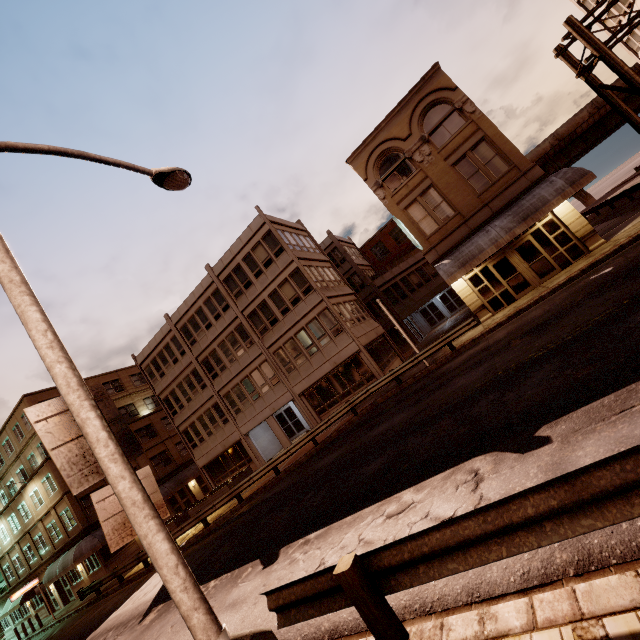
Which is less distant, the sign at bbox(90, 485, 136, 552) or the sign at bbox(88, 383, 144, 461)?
the sign at bbox(90, 485, 136, 552)

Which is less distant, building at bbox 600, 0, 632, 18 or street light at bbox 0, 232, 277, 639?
street light at bbox 0, 232, 277, 639

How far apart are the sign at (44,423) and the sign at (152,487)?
0.1m

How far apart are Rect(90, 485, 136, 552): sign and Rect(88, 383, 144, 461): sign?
0.1 meters

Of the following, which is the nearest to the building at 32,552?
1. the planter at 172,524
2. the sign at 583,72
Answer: the planter at 172,524

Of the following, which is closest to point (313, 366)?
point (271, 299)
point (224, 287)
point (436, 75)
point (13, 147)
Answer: point (271, 299)
